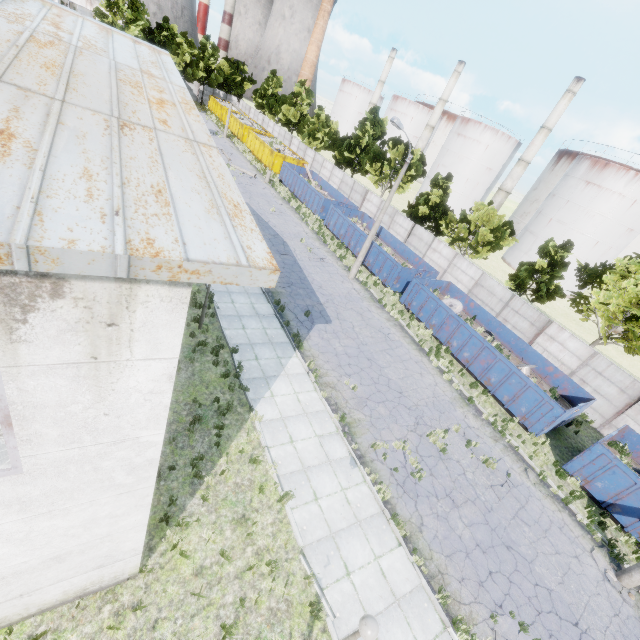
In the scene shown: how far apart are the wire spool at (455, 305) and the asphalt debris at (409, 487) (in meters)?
12.51

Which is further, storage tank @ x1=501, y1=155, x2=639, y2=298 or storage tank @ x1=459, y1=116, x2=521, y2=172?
storage tank @ x1=459, y1=116, x2=521, y2=172

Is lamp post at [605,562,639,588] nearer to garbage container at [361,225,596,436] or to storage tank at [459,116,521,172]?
garbage container at [361,225,596,436]

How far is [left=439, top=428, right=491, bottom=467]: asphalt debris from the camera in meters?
13.5

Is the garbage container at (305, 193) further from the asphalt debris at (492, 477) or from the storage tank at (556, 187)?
the storage tank at (556, 187)

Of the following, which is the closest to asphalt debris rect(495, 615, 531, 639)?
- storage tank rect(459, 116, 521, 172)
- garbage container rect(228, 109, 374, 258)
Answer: garbage container rect(228, 109, 374, 258)

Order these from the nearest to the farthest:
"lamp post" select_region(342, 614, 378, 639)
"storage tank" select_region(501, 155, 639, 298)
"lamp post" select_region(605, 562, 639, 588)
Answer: "lamp post" select_region(342, 614, 378, 639), "lamp post" select_region(605, 562, 639, 588), "storage tank" select_region(501, 155, 639, 298)

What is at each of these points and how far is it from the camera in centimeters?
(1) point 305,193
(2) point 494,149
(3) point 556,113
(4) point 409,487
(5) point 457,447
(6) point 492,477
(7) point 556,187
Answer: (1) garbage container, 3509cm
(2) storage tank, 5784cm
(3) chimney, 4694cm
(4) asphalt debris, 1134cm
(5) asphalt debris, 1387cm
(6) asphalt debris, 1322cm
(7) storage tank, 4869cm
